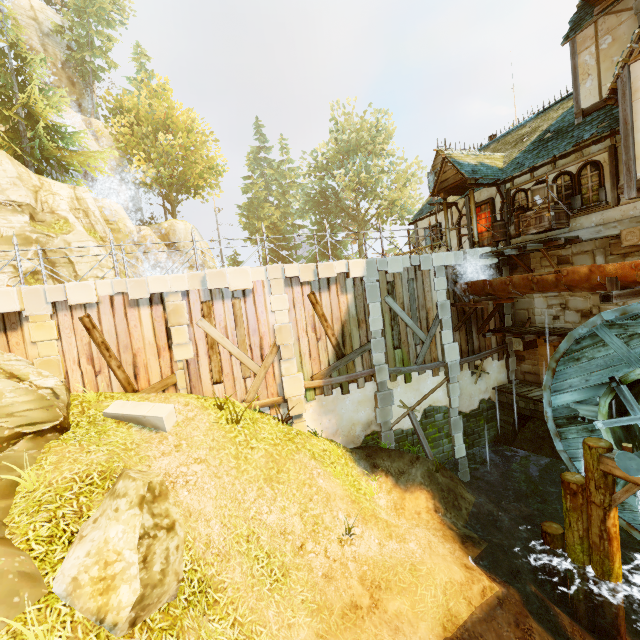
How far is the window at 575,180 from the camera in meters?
10.3

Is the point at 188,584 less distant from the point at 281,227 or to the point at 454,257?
the point at 454,257

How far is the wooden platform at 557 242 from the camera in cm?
1089

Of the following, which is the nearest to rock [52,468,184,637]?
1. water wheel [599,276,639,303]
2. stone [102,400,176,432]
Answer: stone [102,400,176,432]

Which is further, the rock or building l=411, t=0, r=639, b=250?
building l=411, t=0, r=639, b=250

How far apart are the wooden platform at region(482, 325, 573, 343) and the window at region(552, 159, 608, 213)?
4.04m

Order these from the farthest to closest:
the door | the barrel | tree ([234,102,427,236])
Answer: tree ([234,102,427,236]) → the door → the barrel

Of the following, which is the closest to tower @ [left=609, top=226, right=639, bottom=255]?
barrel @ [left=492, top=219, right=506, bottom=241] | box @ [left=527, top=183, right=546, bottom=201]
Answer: box @ [left=527, top=183, right=546, bottom=201]
